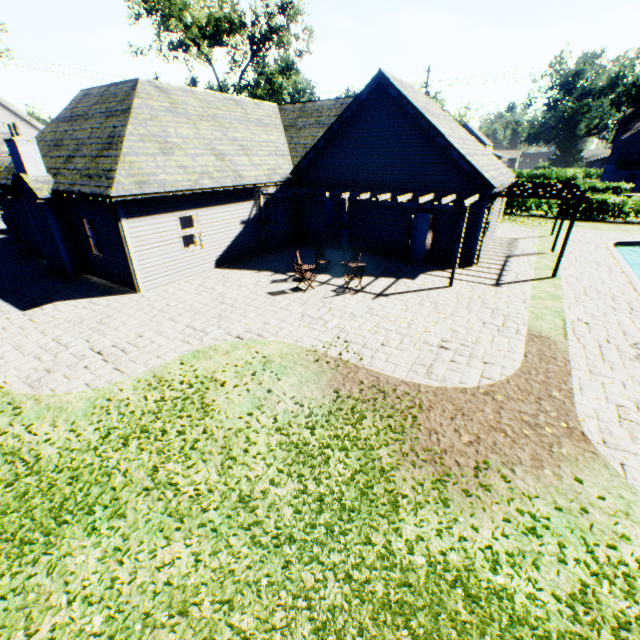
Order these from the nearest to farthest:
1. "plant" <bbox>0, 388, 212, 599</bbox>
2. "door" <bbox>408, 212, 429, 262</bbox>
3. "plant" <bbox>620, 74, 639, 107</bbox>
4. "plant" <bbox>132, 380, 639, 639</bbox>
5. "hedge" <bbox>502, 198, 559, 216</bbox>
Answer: "plant" <bbox>132, 380, 639, 639</bbox>
"plant" <bbox>0, 388, 212, 599</bbox>
"door" <bbox>408, 212, 429, 262</bbox>
"hedge" <bbox>502, 198, 559, 216</bbox>
"plant" <bbox>620, 74, 639, 107</bbox>

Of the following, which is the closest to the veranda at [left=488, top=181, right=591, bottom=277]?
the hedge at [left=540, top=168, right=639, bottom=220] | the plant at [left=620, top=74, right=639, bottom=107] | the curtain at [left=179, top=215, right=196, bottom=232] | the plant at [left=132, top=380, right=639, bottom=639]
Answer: the curtain at [left=179, top=215, right=196, bottom=232]

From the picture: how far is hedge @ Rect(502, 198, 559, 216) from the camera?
27.2m

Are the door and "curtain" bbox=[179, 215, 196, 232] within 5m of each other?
no

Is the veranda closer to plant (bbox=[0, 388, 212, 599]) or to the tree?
plant (bbox=[0, 388, 212, 599])

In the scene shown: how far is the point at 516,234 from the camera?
21.19m

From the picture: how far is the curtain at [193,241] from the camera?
13.50m

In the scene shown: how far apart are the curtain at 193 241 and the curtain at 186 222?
0.07m
